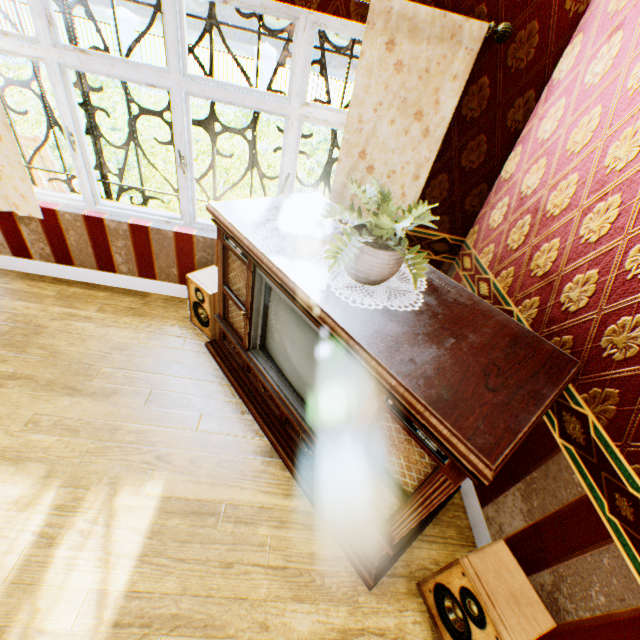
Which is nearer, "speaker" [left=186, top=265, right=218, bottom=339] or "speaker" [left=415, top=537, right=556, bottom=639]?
"speaker" [left=415, top=537, right=556, bottom=639]

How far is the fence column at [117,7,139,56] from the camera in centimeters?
1234cm

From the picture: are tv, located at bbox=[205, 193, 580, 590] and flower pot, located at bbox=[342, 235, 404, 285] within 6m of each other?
yes

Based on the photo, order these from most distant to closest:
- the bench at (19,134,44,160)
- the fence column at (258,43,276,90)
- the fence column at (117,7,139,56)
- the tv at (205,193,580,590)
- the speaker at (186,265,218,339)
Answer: the fence column at (258,43,276,90), the fence column at (117,7,139,56), the bench at (19,134,44,160), the speaker at (186,265,218,339), the tv at (205,193,580,590)

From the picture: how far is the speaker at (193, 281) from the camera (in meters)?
2.81

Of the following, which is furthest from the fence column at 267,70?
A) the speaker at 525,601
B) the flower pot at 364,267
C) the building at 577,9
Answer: the speaker at 525,601

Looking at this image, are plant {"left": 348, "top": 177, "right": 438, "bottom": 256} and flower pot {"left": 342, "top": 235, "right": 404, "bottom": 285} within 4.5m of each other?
yes

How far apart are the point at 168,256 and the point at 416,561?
3.2m
